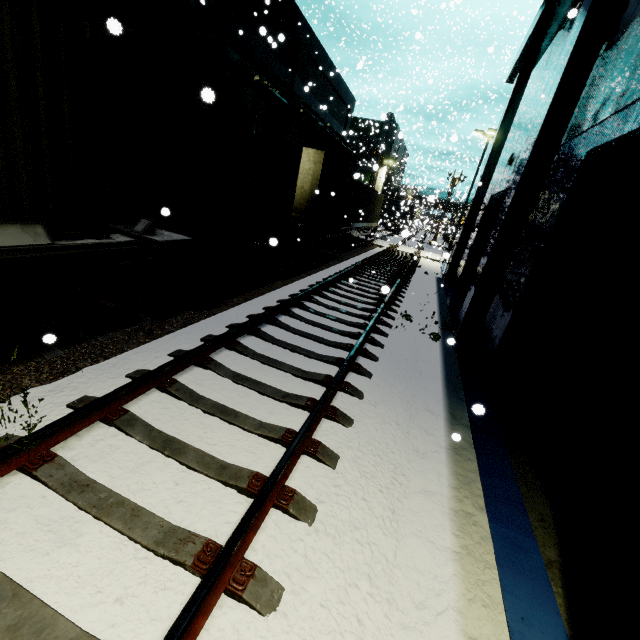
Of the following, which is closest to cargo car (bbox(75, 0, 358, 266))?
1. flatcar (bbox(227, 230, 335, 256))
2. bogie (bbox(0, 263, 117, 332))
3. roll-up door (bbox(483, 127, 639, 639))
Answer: flatcar (bbox(227, 230, 335, 256))

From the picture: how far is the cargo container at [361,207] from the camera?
18.4m

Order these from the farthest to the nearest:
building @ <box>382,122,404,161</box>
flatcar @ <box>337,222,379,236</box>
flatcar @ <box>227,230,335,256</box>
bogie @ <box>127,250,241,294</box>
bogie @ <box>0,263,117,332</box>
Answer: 1. building @ <box>382,122,404,161</box>
2. flatcar @ <box>337,222,379,236</box>
3. flatcar @ <box>227,230,335,256</box>
4. bogie @ <box>127,250,241,294</box>
5. bogie @ <box>0,263,117,332</box>

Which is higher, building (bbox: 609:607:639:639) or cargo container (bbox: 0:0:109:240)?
cargo container (bbox: 0:0:109:240)

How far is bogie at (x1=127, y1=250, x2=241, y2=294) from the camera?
6.4 meters

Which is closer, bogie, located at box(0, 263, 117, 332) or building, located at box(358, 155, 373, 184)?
bogie, located at box(0, 263, 117, 332)

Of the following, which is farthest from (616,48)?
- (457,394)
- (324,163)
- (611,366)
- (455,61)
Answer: (455,61)

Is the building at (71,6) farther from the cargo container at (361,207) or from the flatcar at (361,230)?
the flatcar at (361,230)
